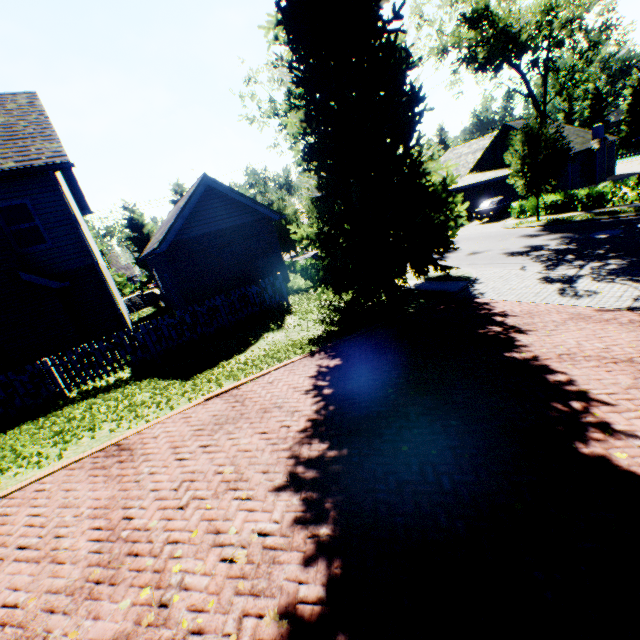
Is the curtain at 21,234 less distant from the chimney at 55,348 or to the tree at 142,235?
the chimney at 55,348

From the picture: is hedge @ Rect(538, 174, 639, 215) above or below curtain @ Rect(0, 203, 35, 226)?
below

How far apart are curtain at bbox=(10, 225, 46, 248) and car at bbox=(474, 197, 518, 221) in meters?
28.9

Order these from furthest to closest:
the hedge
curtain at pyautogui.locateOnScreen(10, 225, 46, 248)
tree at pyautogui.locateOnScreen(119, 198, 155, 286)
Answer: tree at pyautogui.locateOnScreen(119, 198, 155, 286) < the hedge < curtain at pyautogui.locateOnScreen(10, 225, 46, 248)

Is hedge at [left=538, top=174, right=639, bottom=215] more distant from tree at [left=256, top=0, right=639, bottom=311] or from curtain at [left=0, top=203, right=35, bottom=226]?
curtain at [left=0, top=203, right=35, bottom=226]

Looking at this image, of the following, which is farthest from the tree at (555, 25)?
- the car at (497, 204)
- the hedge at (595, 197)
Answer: the car at (497, 204)

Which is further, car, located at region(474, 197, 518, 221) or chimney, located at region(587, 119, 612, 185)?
chimney, located at region(587, 119, 612, 185)

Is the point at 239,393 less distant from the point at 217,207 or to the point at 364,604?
the point at 364,604
